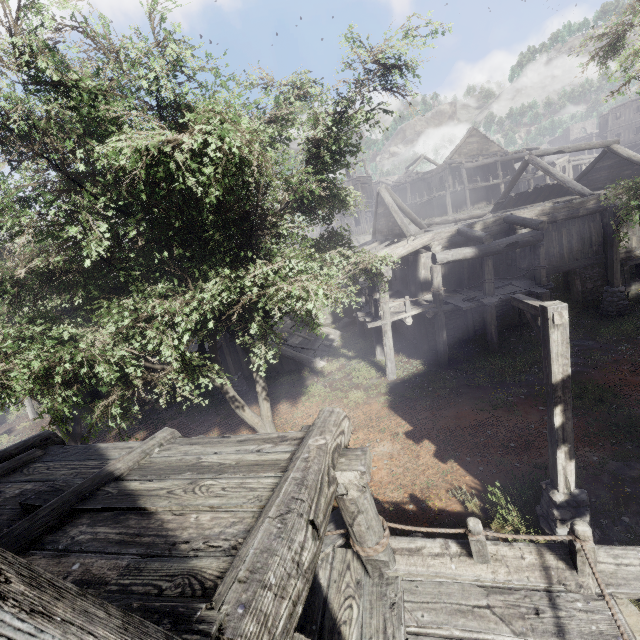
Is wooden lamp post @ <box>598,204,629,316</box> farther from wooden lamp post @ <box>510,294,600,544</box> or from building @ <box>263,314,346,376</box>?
wooden lamp post @ <box>510,294,600,544</box>

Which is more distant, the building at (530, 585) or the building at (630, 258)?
the building at (630, 258)

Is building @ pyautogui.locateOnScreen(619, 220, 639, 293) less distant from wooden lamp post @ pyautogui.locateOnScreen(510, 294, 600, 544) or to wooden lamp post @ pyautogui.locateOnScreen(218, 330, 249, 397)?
wooden lamp post @ pyautogui.locateOnScreen(218, 330, 249, 397)

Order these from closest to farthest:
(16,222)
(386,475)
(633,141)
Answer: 1. (386,475)
2. (16,222)
3. (633,141)

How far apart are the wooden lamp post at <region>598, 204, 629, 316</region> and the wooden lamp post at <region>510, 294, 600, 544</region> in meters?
10.9 m

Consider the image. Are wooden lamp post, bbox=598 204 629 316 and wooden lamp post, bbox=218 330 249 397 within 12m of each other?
no

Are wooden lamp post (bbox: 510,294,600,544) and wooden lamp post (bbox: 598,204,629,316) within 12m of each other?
yes

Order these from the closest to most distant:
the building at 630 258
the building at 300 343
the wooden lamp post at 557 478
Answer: the wooden lamp post at 557 478 < the building at 630 258 < the building at 300 343
